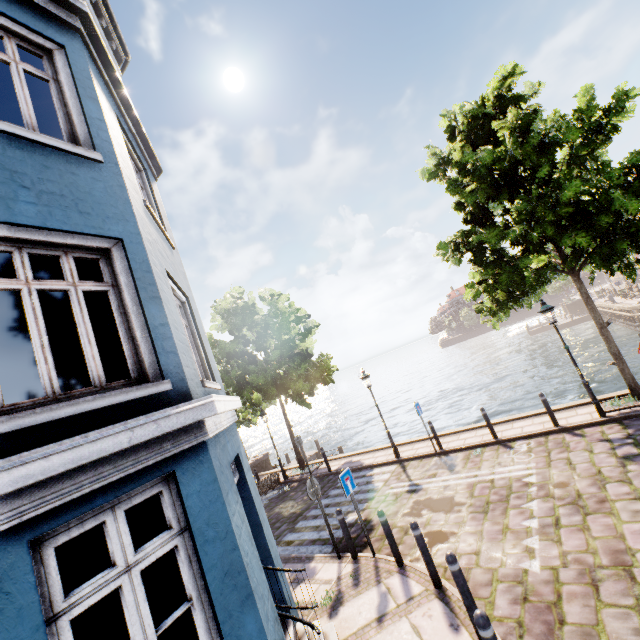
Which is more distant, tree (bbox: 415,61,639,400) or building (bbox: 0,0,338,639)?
tree (bbox: 415,61,639,400)

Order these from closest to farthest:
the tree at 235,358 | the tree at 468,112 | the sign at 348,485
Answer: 1. the sign at 348,485
2. the tree at 468,112
3. the tree at 235,358

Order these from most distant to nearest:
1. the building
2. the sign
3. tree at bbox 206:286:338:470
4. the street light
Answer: tree at bbox 206:286:338:470, the street light, the sign, the building

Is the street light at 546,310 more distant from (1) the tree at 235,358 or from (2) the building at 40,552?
(2) the building at 40,552

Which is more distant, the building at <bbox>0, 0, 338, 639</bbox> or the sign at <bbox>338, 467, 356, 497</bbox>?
the sign at <bbox>338, 467, 356, 497</bbox>

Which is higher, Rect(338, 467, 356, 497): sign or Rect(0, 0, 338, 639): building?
Rect(0, 0, 338, 639): building

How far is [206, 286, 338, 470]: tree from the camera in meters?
15.4 m

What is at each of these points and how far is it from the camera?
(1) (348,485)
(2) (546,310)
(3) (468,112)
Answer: (1) sign, 7.50m
(2) street light, 10.09m
(3) tree, 10.27m
